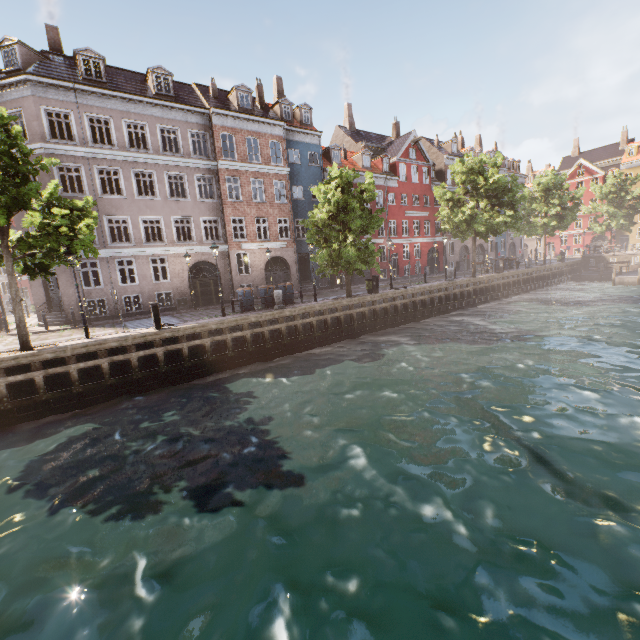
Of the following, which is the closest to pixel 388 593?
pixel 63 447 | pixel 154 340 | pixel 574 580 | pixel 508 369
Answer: pixel 574 580

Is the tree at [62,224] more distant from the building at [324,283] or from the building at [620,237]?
the building at [324,283]

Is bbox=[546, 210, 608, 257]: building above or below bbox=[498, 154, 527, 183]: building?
below

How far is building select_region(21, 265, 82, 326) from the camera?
19.73m

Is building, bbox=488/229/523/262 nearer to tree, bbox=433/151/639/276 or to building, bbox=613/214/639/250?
tree, bbox=433/151/639/276

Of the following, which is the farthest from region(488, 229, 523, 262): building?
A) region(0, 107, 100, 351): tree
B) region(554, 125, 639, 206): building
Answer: region(554, 125, 639, 206): building

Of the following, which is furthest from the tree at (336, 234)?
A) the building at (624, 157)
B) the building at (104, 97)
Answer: the building at (104, 97)
